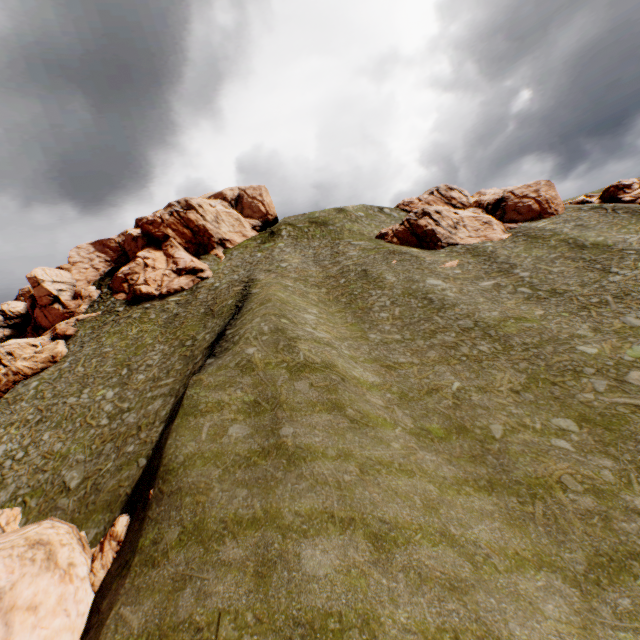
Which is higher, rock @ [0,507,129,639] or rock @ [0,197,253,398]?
rock @ [0,197,253,398]

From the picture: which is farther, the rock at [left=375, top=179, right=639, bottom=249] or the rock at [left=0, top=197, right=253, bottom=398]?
Result: the rock at [left=375, top=179, right=639, bottom=249]

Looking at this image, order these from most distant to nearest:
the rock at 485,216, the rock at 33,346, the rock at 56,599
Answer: the rock at 485,216 → the rock at 33,346 → the rock at 56,599

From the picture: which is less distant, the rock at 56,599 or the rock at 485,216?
the rock at 56,599

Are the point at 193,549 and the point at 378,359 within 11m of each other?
no

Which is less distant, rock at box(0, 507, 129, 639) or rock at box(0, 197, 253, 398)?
rock at box(0, 507, 129, 639)

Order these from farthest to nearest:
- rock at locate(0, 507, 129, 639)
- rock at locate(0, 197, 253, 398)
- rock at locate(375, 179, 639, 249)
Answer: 1. rock at locate(375, 179, 639, 249)
2. rock at locate(0, 197, 253, 398)
3. rock at locate(0, 507, 129, 639)
